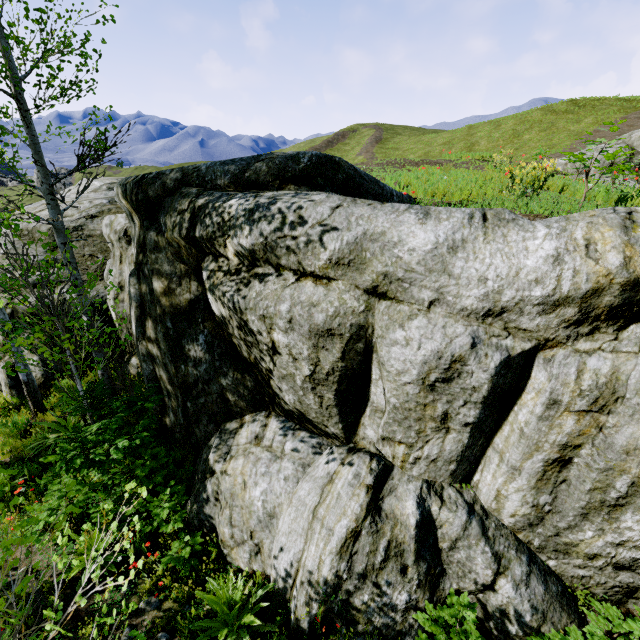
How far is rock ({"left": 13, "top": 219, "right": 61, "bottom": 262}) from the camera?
10.78m

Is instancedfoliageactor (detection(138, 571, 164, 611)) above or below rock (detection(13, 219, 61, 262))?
below

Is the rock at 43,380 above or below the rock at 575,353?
below

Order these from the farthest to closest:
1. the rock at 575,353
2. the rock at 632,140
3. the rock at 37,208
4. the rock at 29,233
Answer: the rock at 632,140 < the rock at 37,208 < the rock at 29,233 < the rock at 575,353

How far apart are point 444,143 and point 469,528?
57.1 meters

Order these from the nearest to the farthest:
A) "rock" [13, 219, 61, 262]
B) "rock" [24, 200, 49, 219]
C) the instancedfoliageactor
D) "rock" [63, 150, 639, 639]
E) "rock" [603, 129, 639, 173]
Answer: "rock" [63, 150, 639, 639], the instancedfoliageactor, "rock" [13, 219, 61, 262], "rock" [24, 200, 49, 219], "rock" [603, 129, 639, 173]

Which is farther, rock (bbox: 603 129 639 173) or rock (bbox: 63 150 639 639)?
rock (bbox: 603 129 639 173)
